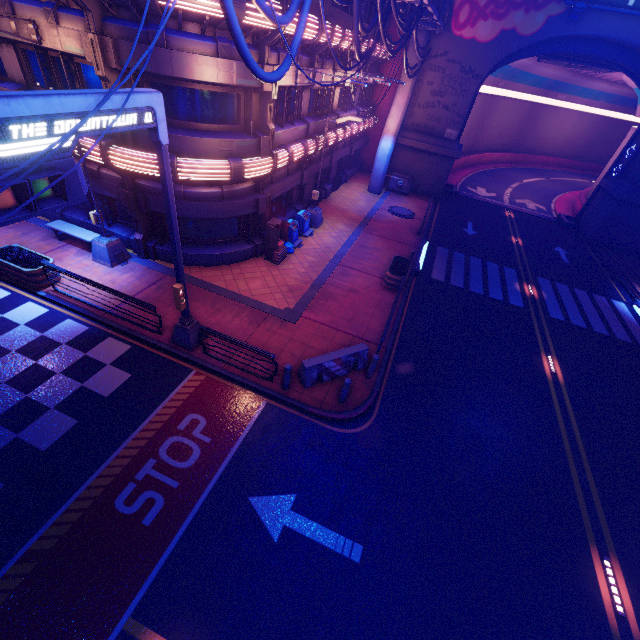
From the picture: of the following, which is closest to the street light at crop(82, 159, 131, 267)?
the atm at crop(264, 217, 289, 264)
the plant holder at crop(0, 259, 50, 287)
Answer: the plant holder at crop(0, 259, 50, 287)

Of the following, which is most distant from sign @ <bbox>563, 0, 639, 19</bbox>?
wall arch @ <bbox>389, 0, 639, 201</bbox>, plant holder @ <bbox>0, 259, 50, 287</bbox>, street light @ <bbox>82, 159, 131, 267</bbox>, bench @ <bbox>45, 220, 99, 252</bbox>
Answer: plant holder @ <bbox>0, 259, 50, 287</bbox>

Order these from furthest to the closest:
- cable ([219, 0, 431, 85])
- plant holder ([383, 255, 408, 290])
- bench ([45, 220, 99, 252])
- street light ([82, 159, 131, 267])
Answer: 1. plant holder ([383, 255, 408, 290])
2. bench ([45, 220, 99, 252])
3. street light ([82, 159, 131, 267])
4. cable ([219, 0, 431, 85])

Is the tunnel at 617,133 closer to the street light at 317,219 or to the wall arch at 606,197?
the wall arch at 606,197

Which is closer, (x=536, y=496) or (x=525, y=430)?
(x=536, y=496)

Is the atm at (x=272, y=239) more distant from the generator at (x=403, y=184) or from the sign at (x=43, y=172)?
the generator at (x=403, y=184)

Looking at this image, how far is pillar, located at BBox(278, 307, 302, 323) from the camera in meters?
12.9

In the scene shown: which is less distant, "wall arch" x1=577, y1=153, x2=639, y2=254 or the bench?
the bench
